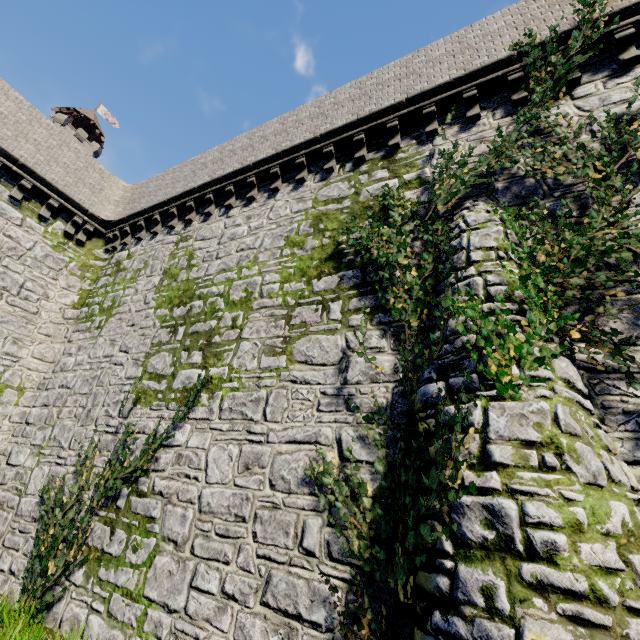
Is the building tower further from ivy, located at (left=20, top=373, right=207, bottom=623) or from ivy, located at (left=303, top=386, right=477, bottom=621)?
ivy, located at (left=303, top=386, right=477, bottom=621)

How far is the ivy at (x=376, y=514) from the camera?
3.9 meters

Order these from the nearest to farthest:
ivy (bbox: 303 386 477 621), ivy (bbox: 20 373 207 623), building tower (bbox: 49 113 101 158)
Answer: ivy (bbox: 303 386 477 621), ivy (bbox: 20 373 207 623), building tower (bbox: 49 113 101 158)

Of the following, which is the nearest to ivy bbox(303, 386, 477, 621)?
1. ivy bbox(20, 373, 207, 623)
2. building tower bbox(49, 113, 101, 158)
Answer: ivy bbox(20, 373, 207, 623)

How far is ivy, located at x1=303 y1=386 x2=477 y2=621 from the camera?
3.9 meters

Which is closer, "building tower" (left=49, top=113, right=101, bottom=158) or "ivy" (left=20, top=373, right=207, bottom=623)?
"ivy" (left=20, top=373, right=207, bottom=623)

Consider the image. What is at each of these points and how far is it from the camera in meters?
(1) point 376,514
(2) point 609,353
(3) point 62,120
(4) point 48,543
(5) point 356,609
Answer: (1) ivy, 4.9
(2) ivy, 4.3
(3) building tower, 48.8
(4) ivy, 7.5
(5) ivy, 4.4

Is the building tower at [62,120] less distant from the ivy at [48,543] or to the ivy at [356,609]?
the ivy at [48,543]
